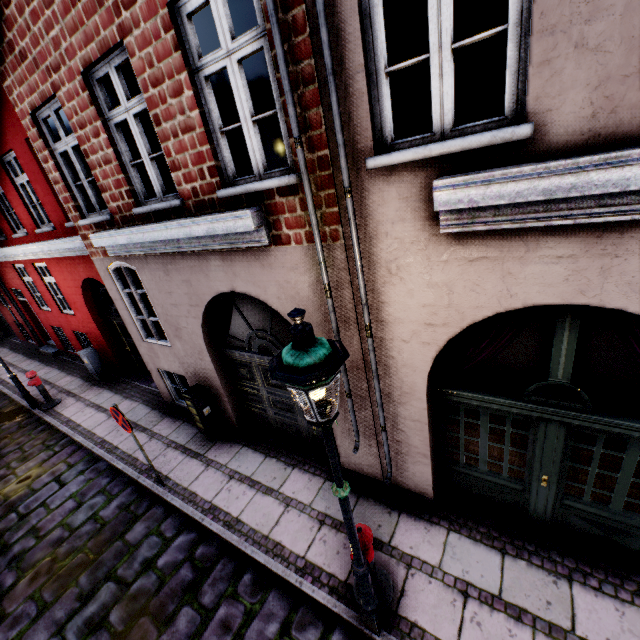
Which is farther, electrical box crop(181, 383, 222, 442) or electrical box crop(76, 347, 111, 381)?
electrical box crop(76, 347, 111, 381)

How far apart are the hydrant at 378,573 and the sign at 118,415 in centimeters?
382cm

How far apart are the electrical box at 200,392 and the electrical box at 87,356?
5.6 meters

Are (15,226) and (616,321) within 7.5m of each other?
no

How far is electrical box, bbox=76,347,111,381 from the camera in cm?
997

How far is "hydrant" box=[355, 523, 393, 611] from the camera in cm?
341

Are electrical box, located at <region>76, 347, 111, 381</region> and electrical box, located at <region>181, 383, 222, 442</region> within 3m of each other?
no

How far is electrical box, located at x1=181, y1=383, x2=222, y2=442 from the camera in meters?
6.4 m
